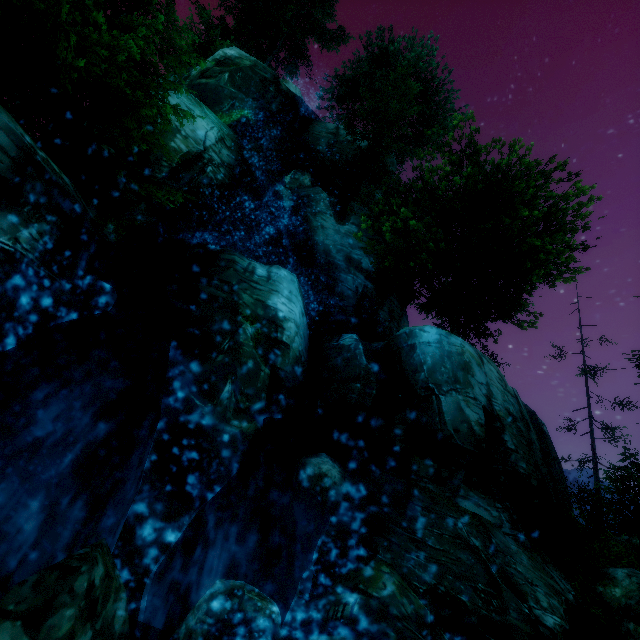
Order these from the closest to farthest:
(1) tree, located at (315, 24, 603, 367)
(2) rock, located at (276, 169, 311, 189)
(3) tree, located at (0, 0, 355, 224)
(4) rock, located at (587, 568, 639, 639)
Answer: (3) tree, located at (0, 0, 355, 224)
(4) rock, located at (587, 568, 639, 639)
(1) tree, located at (315, 24, 603, 367)
(2) rock, located at (276, 169, 311, 189)

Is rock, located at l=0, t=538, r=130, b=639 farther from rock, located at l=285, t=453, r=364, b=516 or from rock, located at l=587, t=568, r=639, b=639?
rock, located at l=587, t=568, r=639, b=639

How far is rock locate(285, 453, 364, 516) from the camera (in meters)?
8.51

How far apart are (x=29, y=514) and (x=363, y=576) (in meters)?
5.78

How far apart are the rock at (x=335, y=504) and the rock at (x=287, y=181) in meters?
15.1 m

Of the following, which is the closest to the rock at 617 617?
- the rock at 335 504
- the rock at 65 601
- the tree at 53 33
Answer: the rock at 65 601

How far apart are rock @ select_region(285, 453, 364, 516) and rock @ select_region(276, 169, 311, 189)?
15.1m

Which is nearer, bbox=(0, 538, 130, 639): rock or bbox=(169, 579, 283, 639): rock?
bbox=(0, 538, 130, 639): rock
